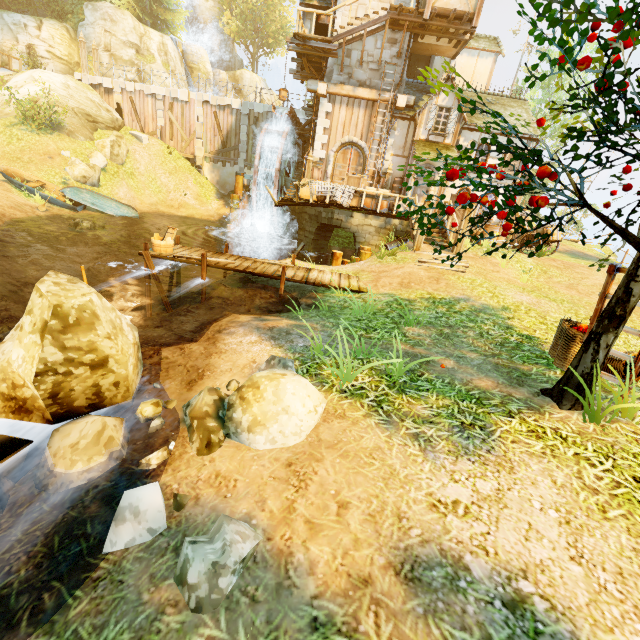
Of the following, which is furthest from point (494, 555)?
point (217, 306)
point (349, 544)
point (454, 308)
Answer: point (217, 306)

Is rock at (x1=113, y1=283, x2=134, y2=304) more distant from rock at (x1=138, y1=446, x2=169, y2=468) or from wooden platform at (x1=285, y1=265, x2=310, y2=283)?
rock at (x1=138, y1=446, x2=169, y2=468)

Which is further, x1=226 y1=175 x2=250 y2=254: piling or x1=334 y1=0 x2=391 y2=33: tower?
x1=226 y1=175 x2=250 y2=254: piling

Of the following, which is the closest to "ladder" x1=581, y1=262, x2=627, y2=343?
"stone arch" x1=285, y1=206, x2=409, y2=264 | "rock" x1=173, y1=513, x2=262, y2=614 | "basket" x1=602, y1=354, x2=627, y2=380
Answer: "basket" x1=602, y1=354, x2=627, y2=380

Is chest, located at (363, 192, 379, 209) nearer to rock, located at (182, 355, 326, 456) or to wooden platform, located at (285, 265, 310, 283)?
wooden platform, located at (285, 265, 310, 283)

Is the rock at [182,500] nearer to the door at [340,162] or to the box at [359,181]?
the box at [359,181]

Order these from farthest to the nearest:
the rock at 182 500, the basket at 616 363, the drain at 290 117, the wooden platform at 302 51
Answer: the drain at 290 117
the wooden platform at 302 51
the basket at 616 363
the rock at 182 500

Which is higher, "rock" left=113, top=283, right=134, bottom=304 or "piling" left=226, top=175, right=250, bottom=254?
"piling" left=226, top=175, right=250, bottom=254
